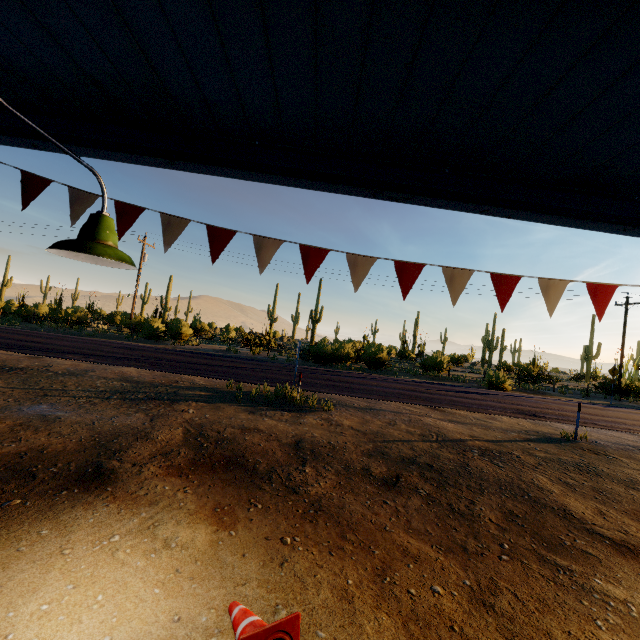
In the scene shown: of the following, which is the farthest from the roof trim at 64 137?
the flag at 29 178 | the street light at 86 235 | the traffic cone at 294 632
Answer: the traffic cone at 294 632

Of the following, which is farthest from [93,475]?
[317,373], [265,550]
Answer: [317,373]

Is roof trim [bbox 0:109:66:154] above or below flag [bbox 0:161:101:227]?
above

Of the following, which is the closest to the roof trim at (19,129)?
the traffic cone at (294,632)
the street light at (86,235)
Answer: the street light at (86,235)

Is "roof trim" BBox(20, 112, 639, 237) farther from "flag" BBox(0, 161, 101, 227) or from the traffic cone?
the traffic cone

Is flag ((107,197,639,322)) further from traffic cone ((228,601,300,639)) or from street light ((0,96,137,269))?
traffic cone ((228,601,300,639))

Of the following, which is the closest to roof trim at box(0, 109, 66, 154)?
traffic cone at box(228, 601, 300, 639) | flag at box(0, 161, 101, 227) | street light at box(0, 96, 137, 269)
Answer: flag at box(0, 161, 101, 227)

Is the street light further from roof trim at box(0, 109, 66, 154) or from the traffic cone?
the traffic cone
